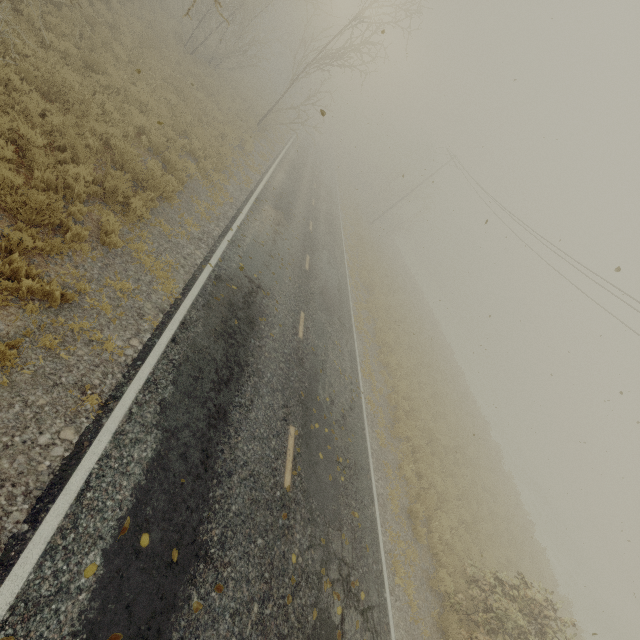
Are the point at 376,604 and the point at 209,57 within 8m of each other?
no

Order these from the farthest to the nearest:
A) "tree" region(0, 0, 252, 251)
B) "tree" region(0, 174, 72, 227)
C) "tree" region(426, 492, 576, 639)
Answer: "tree" region(426, 492, 576, 639)
"tree" region(0, 0, 252, 251)
"tree" region(0, 174, 72, 227)

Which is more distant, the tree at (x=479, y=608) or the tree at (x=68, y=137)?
the tree at (x=479, y=608)

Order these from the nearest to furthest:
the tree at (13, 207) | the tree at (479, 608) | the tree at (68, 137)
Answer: the tree at (13, 207), the tree at (68, 137), the tree at (479, 608)

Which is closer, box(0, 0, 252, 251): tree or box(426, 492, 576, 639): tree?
box(0, 0, 252, 251): tree
